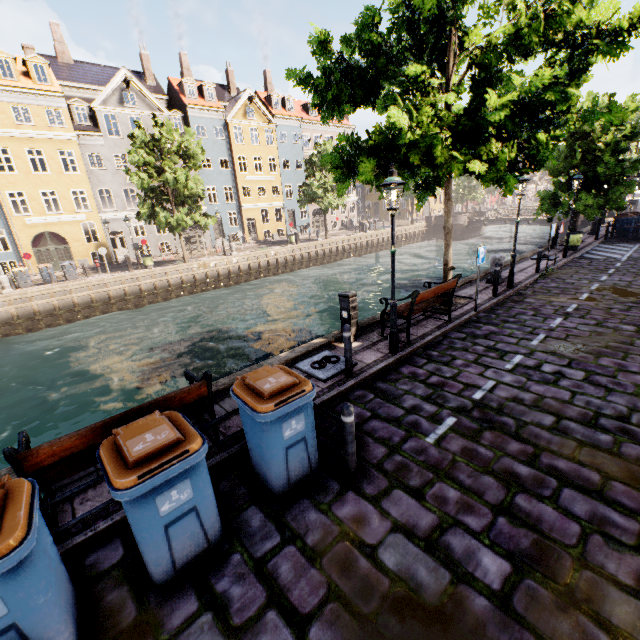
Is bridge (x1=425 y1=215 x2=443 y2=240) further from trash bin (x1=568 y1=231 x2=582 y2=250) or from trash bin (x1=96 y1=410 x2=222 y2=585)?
trash bin (x1=96 y1=410 x2=222 y2=585)

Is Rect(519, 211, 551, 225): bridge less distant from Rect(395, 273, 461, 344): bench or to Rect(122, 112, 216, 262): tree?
Rect(122, 112, 216, 262): tree

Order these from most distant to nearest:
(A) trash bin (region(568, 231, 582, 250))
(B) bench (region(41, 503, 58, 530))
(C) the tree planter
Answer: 1. (A) trash bin (region(568, 231, 582, 250))
2. (C) the tree planter
3. (B) bench (region(41, 503, 58, 530))

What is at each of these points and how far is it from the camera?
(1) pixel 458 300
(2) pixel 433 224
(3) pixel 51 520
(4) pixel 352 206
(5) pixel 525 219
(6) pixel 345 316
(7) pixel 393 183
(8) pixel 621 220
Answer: (1) tree planter, 10.8m
(2) bridge, 46.2m
(3) bench, 3.6m
(4) building, 52.8m
(5) bridge, 37.7m
(6) electrical box, 8.1m
(7) street light, 6.1m
(8) trash bin, 19.9m

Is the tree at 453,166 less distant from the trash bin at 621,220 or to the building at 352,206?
the trash bin at 621,220

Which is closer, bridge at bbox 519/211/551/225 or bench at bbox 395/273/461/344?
bench at bbox 395/273/461/344

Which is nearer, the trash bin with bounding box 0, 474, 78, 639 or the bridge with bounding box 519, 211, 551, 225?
the trash bin with bounding box 0, 474, 78, 639

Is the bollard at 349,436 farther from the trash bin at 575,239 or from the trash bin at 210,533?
the trash bin at 575,239
